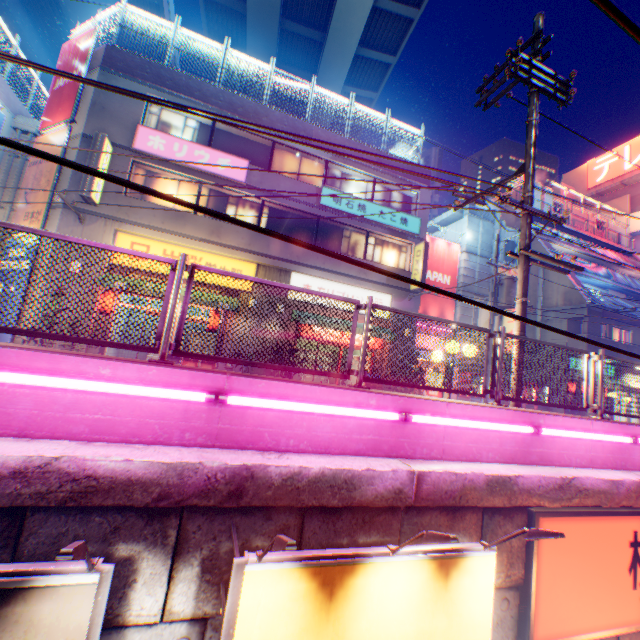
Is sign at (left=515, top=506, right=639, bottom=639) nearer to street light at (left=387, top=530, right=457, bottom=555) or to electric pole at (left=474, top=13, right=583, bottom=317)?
electric pole at (left=474, top=13, right=583, bottom=317)

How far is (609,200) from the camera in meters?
39.4 m

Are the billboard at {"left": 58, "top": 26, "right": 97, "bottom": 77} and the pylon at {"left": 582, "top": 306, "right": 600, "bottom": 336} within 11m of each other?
no

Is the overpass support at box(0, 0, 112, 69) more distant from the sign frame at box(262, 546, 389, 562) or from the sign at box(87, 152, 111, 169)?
the sign at box(87, 152, 111, 169)

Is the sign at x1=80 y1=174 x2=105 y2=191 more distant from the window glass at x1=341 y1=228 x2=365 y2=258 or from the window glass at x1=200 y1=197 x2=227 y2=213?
the window glass at x1=341 y1=228 x2=365 y2=258

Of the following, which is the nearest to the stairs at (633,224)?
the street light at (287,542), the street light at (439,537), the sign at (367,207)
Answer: the sign at (367,207)

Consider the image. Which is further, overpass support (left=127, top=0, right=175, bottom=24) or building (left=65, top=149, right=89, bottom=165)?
overpass support (left=127, top=0, right=175, bottom=24)

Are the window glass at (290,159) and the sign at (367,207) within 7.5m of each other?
yes
